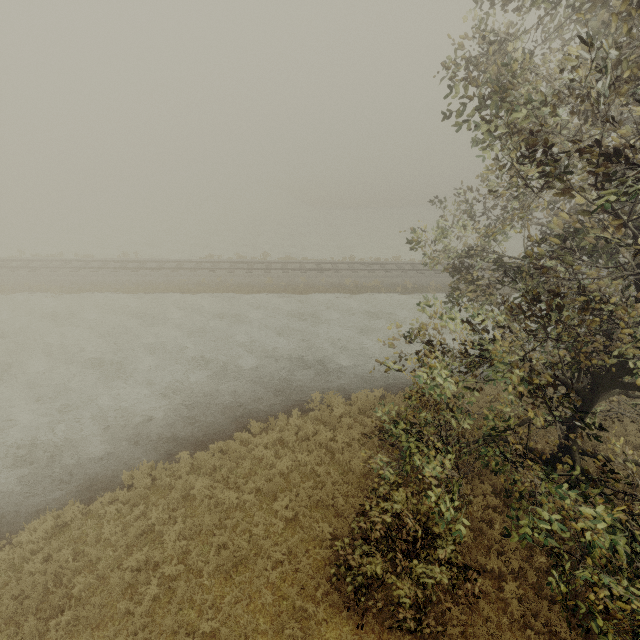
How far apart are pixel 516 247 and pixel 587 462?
33.4m
